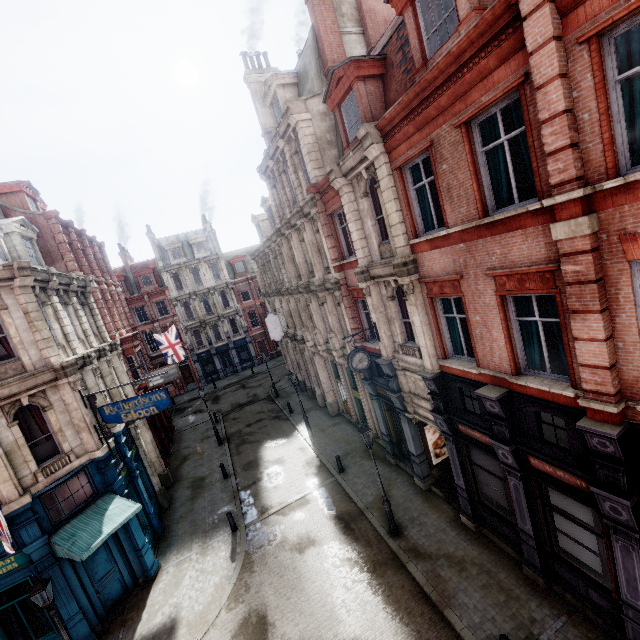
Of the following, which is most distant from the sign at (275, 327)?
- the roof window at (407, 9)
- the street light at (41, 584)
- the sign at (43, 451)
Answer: the roof window at (407, 9)

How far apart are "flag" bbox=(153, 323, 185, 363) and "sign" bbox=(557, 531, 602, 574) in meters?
26.2

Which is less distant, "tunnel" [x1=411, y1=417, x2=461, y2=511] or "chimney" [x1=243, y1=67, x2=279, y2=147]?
"tunnel" [x1=411, y1=417, x2=461, y2=511]

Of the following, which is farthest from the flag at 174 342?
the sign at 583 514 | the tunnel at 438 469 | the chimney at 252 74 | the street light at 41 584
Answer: the sign at 583 514

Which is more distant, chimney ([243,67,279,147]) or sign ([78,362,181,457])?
chimney ([243,67,279,147])

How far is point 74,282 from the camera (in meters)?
16.84

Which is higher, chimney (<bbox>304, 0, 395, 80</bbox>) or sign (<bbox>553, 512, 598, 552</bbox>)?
chimney (<bbox>304, 0, 395, 80</bbox>)

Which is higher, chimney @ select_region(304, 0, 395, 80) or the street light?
chimney @ select_region(304, 0, 395, 80)
